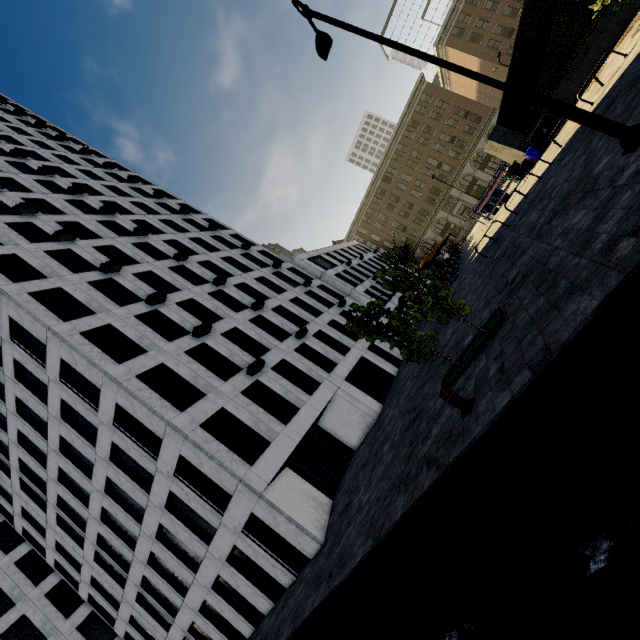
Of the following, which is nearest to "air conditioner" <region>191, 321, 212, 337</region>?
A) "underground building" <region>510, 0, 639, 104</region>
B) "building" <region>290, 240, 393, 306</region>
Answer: "building" <region>290, 240, 393, 306</region>

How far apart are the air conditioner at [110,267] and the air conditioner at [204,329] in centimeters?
716cm

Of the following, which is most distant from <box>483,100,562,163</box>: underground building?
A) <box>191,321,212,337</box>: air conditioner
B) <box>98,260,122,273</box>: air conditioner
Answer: <box>98,260,122,273</box>: air conditioner

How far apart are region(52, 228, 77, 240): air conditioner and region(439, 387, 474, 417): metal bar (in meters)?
25.07

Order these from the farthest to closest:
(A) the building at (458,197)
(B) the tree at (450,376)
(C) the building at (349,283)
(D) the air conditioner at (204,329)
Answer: (A) the building at (458,197) < (C) the building at (349,283) < (D) the air conditioner at (204,329) < (B) the tree at (450,376)

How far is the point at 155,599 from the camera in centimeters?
1995cm

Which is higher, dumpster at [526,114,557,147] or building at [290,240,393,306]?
building at [290,240,393,306]

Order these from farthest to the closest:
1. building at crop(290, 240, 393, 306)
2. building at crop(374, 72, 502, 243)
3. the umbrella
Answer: building at crop(374, 72, 502, 243) < building at crop(290, 240, 393, 306) < the umbrella
